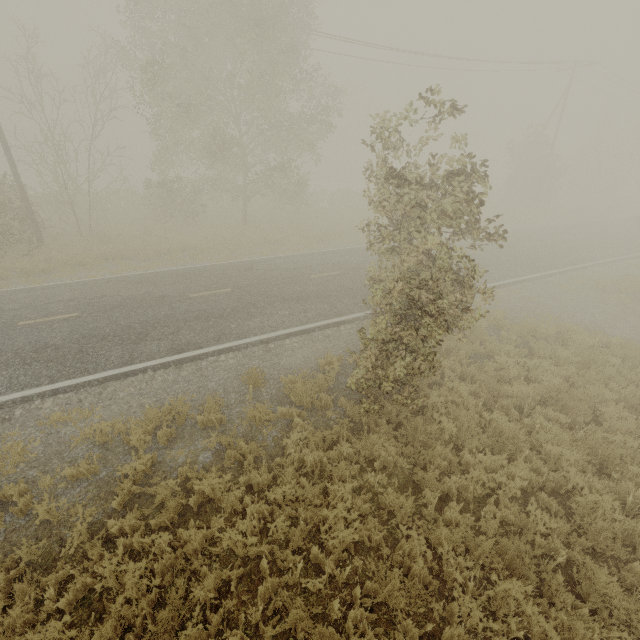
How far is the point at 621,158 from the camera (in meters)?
43.31
